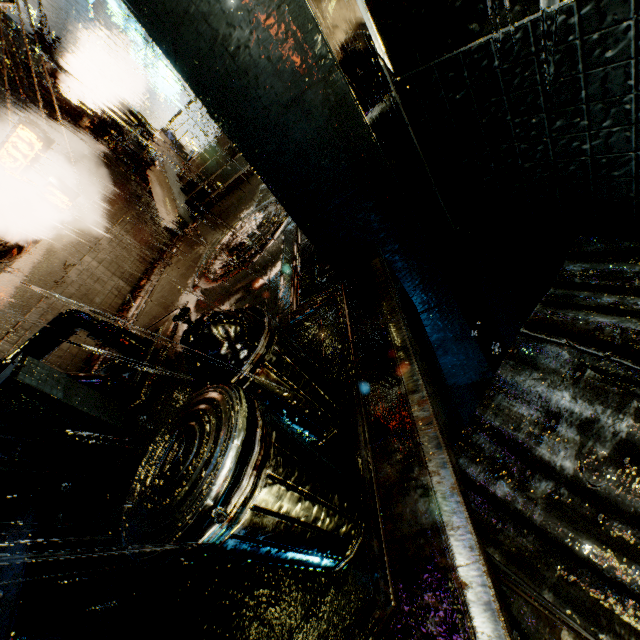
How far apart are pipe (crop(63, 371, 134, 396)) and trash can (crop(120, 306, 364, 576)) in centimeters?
409cm

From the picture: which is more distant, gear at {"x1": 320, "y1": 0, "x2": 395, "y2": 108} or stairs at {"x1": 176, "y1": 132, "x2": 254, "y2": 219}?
gear at {"x1": 320, "y1": 0, "x2": 395, "y2": 108}

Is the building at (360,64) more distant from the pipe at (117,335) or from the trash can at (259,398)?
the trash can at (259,398)

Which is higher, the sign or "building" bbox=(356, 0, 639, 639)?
the sign

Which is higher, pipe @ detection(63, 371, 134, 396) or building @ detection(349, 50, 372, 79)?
pipe @ detection(63, 371, 134, 396)

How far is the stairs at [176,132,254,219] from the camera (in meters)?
11.36

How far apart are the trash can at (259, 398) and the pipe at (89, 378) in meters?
4.1 m

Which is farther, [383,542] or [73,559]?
[73,559]
